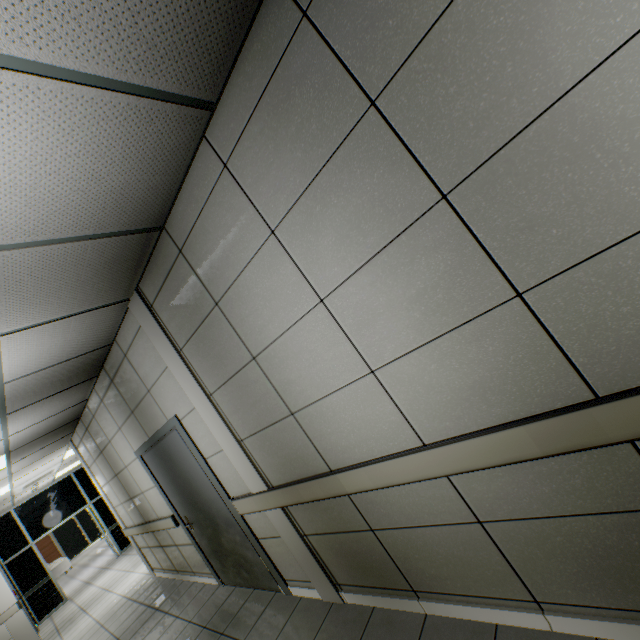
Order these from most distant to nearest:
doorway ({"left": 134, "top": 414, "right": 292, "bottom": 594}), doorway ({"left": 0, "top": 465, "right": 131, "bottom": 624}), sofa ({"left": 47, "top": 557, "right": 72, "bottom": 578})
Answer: sofa ({"left": 47, "top": 557, "right": 72, "bottom": 578}) < doorway ({"left": 0, "top": 465, "right": 131, "bottom": 624}) < doorway ({"left": 134, "top": 414, "right": 292, "bottom": 594})

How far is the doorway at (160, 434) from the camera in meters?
3.3

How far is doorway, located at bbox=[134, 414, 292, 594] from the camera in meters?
3.3 m

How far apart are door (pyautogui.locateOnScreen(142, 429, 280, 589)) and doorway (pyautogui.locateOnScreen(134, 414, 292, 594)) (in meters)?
0.01

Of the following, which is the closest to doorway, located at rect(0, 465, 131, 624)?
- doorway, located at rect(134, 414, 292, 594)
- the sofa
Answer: the sofa

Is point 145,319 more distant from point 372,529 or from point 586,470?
point 586,470

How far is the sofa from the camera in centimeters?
1463cm

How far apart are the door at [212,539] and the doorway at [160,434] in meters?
0.0
